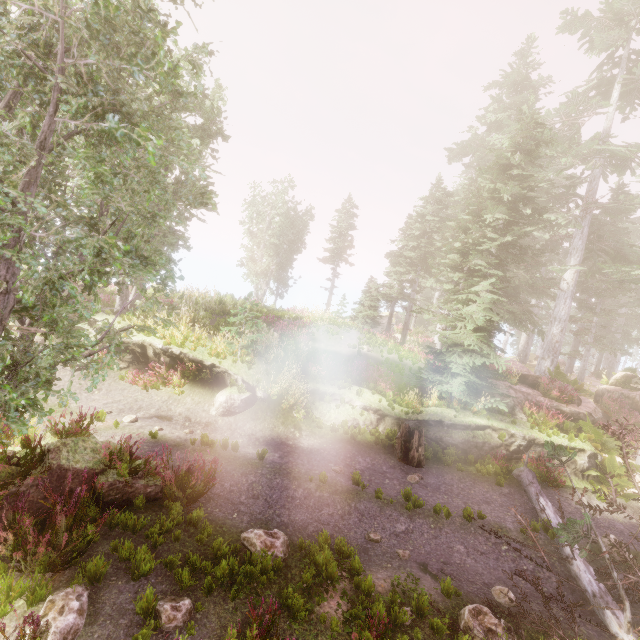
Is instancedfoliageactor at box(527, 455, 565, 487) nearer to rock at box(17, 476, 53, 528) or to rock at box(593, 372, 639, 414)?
rock at box(593, 372, 639, 414)

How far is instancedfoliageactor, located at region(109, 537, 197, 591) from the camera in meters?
5.4 m

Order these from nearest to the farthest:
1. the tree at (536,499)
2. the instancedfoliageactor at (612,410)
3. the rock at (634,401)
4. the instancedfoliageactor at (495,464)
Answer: the tree at (536,499) → the instancedfoliageactor at (495,464) → the instancedfoliageactor at (612,410) → the rock at (634,401)

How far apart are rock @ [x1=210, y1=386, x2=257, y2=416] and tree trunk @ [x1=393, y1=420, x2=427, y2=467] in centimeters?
554cm

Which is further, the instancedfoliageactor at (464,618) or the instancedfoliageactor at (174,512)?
the instancedfoliageactor at (174,512)

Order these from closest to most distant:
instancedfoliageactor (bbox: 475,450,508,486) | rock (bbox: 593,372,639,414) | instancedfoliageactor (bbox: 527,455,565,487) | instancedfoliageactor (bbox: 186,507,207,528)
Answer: instancedfoliageactor (bbox: 186,507,207,528), instancedfoliageactor (bbox: 475,450,508,486), instancedfoliageactor (bbox: 527,455,565,487), rock (bbox: 593,372,639,414)

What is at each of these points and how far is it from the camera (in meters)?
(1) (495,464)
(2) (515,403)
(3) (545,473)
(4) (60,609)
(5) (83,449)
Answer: (1) instancedfoliageactor, 11.91
(2) rock, 14.05
(3) instancedfoliageactor, 12.04
(4) instancedfoliageactor, 4.59
(5) rock, 7.12
